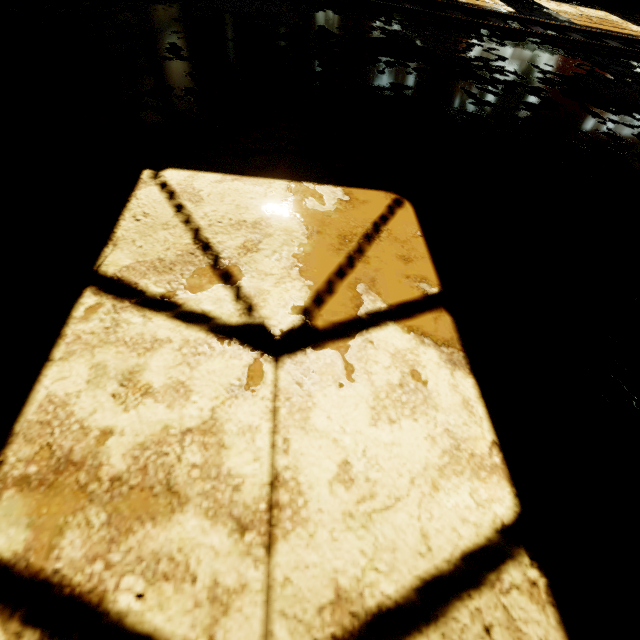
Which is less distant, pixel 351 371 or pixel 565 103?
pixel 351 371

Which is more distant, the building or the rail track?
the building

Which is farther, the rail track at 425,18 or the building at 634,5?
the building at 634,5
